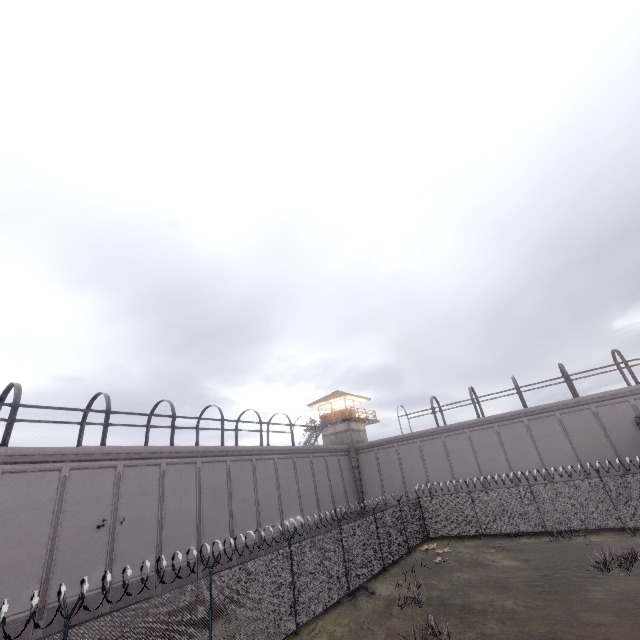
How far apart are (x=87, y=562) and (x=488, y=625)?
17.0m

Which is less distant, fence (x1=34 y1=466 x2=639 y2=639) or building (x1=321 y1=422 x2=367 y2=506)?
fence (x1=34 y1=466 x2=639 y2=639)

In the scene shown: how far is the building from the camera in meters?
35.2

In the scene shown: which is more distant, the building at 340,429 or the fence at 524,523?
the building at 340,429

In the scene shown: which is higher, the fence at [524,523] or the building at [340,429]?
the building at [340,429]

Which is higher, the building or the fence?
the building
